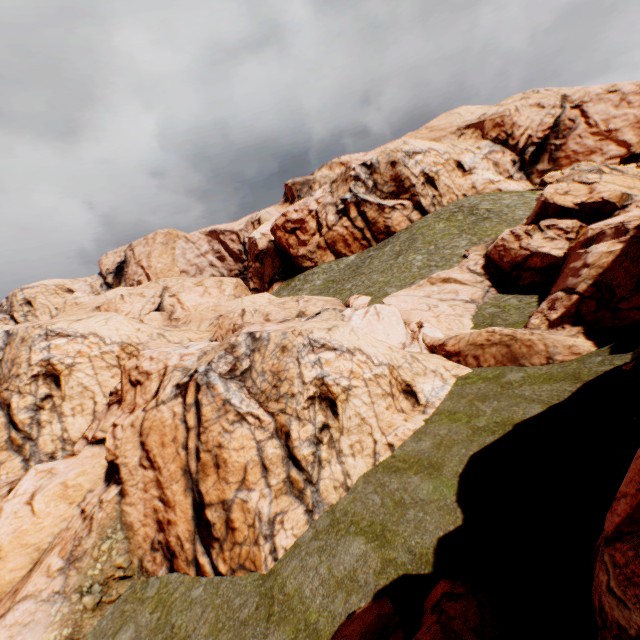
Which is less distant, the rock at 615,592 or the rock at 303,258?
the rock at 615,592

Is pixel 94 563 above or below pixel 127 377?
below

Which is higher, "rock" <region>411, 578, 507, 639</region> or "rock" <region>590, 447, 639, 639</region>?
"rock" <region>590, 447, 639, 639</region>

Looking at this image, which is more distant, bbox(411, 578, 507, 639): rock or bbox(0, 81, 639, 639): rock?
bbox(0, 81, 639, 639): rock

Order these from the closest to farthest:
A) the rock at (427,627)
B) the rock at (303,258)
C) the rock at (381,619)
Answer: the rock at (427,627), the rock at (381,619), the rock at (303,258)

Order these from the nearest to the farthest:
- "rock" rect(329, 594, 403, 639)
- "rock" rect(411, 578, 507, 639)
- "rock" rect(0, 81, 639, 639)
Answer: "rock" rect(411, 578, 507, 639) < "rock" rect(329, 594, 403, 639) < "rock" rect(0, 81, 639, 639)
